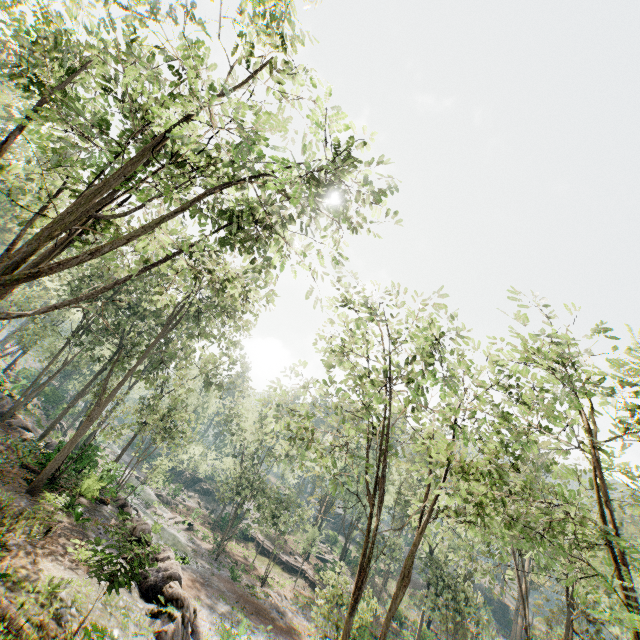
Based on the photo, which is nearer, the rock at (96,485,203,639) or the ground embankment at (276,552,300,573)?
the rock at (96,485,203,639)

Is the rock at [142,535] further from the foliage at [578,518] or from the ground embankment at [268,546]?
→ the ground embankment at [268,546]

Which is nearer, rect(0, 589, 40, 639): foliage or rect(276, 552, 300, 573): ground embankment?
rect(0, 589, 40, 639): foliage

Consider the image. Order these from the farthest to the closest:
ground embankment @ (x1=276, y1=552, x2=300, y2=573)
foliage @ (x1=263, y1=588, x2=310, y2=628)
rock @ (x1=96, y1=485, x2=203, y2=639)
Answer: ground embankment @ (x1=276, y1=552, x2=300, y2=573)
foliage @ (x1=263, y1=588, x2=310, y2=628)
rock @ (x1=96, y1=485, x2=203, y2=639)

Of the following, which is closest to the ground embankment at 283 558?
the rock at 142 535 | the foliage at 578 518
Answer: the foliage at 578 518

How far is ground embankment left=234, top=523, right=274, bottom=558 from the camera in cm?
4562

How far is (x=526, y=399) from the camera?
14.57m

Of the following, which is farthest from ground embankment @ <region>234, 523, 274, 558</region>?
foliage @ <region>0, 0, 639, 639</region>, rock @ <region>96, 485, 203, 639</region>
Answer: Result: rock @ <region>96, 485, 203, 639</region>
